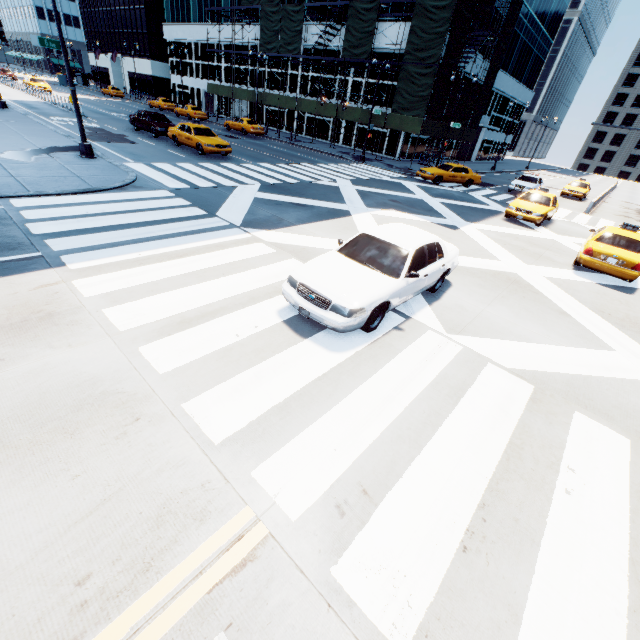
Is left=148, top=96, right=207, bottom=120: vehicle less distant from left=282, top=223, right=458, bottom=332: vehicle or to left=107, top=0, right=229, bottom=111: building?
left=107, top=0, right=229, bottom=111: building

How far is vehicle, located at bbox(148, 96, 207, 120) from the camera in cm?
3844

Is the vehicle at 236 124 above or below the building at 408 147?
below

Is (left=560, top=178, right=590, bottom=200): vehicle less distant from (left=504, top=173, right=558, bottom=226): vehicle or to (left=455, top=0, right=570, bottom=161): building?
(left=504, top=173, right=558, bottom=226): vehicle

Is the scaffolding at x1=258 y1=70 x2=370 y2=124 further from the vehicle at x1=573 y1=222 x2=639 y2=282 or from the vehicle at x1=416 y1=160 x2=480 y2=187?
the vehicle at x1=573 y1=222 x2=639 y2=282

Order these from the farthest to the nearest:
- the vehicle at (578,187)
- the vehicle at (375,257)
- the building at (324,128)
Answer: the building at (324,128)
the vehicle at (578,187)
the vehicle at (375,257)

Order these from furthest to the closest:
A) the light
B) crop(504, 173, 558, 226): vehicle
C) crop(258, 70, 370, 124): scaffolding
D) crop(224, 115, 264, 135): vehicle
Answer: crop(224, 115, 264, 135): vehicle, crop(258, 70, 370, 124): scaffolding, crop(504, 173, 558, 226): vehicle, the light

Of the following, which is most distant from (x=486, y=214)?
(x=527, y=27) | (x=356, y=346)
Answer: (x=527, y=27)
